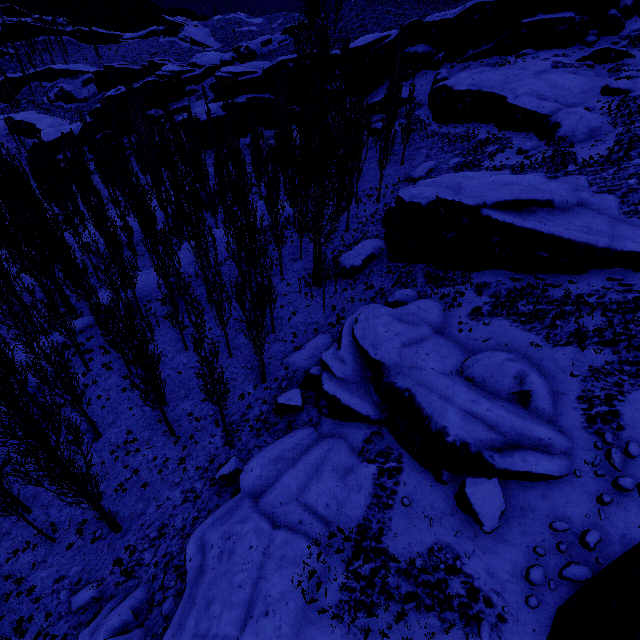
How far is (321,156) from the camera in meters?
25.7

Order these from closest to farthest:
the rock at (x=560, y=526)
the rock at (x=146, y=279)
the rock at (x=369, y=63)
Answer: the rock at (x=560, y=526), the rock at (x=146, y=279), the rock at (x=369, y=63)

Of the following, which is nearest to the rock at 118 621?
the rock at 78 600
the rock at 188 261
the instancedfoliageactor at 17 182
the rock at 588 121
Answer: the instancedfoliageactor at 17 182

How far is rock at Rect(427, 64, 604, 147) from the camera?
25.44m

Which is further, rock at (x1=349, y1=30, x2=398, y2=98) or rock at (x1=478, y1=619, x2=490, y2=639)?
rock at (x1=349, y1=30, x2=398, y2=98)

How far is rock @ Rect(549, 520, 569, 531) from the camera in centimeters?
877cm

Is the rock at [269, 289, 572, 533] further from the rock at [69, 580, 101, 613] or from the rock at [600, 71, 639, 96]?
the rock at [600, 71, 639, 96]
